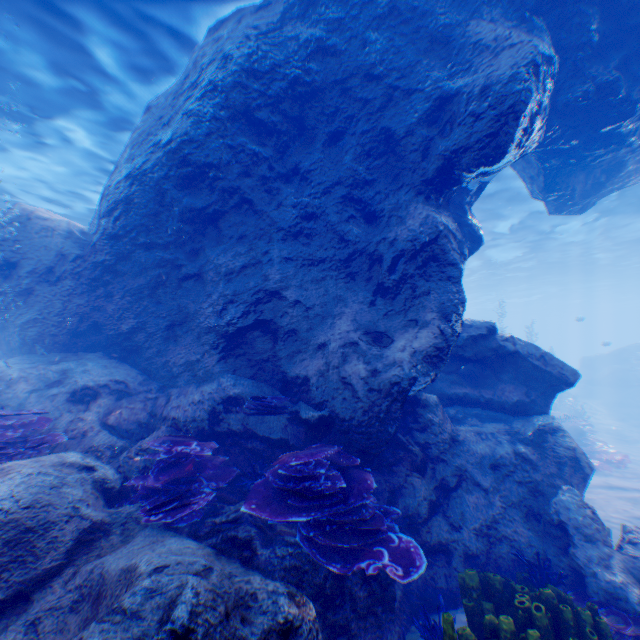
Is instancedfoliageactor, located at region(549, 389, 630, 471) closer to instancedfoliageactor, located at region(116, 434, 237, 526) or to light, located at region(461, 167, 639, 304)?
light, located at region(461, 167, 639, 304)

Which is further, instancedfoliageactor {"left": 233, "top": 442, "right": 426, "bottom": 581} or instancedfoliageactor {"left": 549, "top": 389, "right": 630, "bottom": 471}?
instancedfoliageactor {"left": 549, "top": 389, "right": 630, "bottom": 471}

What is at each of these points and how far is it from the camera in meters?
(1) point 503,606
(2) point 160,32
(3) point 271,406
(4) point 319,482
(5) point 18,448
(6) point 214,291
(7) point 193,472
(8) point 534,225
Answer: (1) instancedfoliageactor, 4.0
(2) light, 8.0
(3) instancedfoliageactor, 5.8
(4) instancedfoliageactor, 4.2
(5) instancedfoliageactor, 4.8
(6) rock, 6.9
(7) instancedfoliageactor, 4.6
(8) light, 21.5

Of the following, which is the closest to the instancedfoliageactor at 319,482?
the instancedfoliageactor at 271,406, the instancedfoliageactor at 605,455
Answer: the instancedfoliageactor at 271,406

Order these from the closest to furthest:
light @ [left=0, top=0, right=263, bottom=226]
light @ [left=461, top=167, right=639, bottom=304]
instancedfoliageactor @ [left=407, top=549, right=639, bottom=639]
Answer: instancedfoliageactor @ [left=407, top=549, right=639, bottom=639], light @ [left=0, top=0, right=263, bottom=226], light @ [left=461, top=167, right=639, bottom=304]

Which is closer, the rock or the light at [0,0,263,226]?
the rock

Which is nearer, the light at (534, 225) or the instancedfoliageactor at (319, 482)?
the instancedfoliageactor at (319, 482)

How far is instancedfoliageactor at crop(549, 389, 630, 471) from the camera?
14.41m
